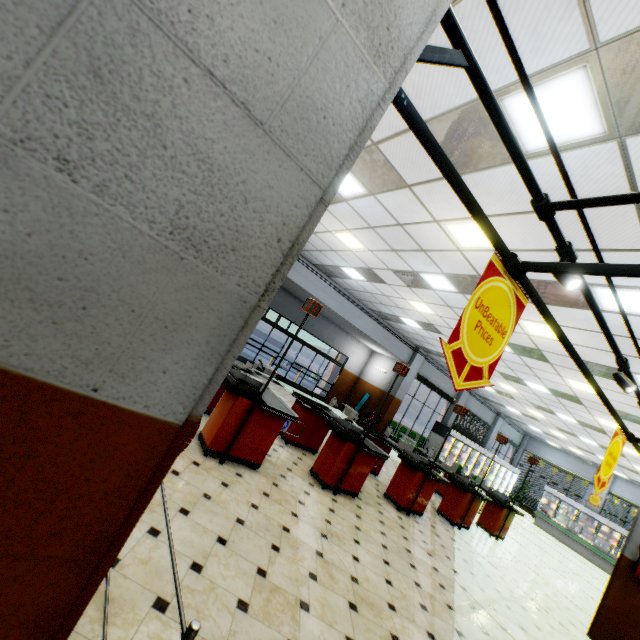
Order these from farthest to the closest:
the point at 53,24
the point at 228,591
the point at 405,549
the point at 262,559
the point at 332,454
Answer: A:
1. the point at 332,454
2. the point at 405,549
3. the point at 262,559
4. the point at 228,591
5. the point at 53,24

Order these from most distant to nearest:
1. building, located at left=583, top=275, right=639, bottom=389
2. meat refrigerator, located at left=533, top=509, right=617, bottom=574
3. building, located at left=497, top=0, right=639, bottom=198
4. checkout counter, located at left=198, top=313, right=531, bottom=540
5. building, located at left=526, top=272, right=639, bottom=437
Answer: meat refrigerator, located at left=533, top=509, right=617, bottom=574 < building, located at left=526, top=272, right=639, bottom=437 < building, located at left=583, top=275, right=639, bottom=389 < checkout counter, located at left=198, top=313, right=531, bottom=540 < building, located at left=497, top=0, right=639, bottom=198

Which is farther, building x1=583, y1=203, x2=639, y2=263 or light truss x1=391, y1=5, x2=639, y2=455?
building x1=583, y1=203, x2=639, y2=263

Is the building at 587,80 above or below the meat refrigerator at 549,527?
above

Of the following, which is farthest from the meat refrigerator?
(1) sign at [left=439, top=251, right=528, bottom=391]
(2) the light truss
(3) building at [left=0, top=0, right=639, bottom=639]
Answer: (1) sign at [left=439, top=251, right=528, bottom=391]

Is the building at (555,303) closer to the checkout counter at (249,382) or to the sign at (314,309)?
the checkout counter at (249,382)

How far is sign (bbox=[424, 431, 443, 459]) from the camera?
14.1 meters

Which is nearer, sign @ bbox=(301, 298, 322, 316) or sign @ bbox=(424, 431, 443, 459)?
sign @ bbox=(301, 298, 322, 316)
